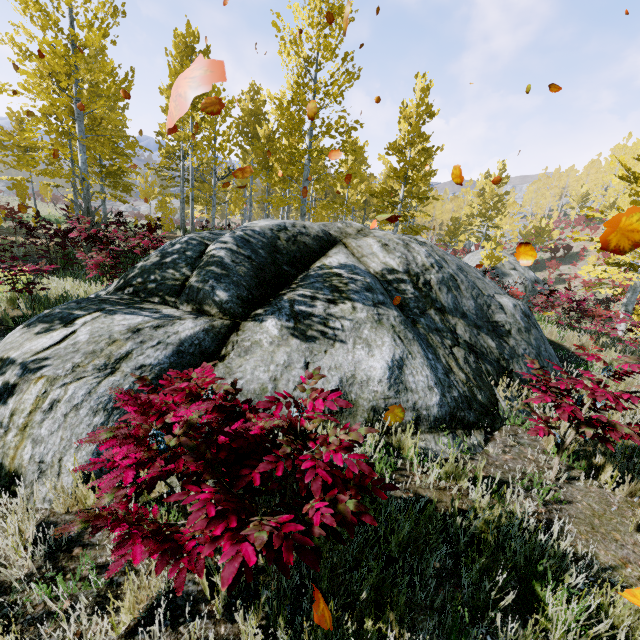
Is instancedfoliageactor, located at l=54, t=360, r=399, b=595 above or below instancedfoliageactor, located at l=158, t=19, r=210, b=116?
below

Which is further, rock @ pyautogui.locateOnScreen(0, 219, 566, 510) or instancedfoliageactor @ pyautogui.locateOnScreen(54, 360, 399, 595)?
rock @ pyautogui.locateOnScreen(0, 219, 566, 510)

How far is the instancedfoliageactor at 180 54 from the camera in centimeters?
1391cm

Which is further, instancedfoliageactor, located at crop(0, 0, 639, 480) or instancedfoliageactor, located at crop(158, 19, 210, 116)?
instancedfoliageactor, located at crop(158, 19, 210, 116)

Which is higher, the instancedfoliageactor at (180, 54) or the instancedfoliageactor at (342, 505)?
the instancedfoliageactor at (180, 54)

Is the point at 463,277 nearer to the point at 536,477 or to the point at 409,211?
the point at 536,477

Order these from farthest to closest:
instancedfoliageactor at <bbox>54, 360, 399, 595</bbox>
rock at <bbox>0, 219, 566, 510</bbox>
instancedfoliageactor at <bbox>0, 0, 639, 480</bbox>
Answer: instancedfoliageactor at <bbox>0, 0, 639, 480</bbox>
rock at <bbox>0, 219, 566, 510</bbox>
instancedfoliageactor at <bbox>54, 360, 399, 595</bbox>
